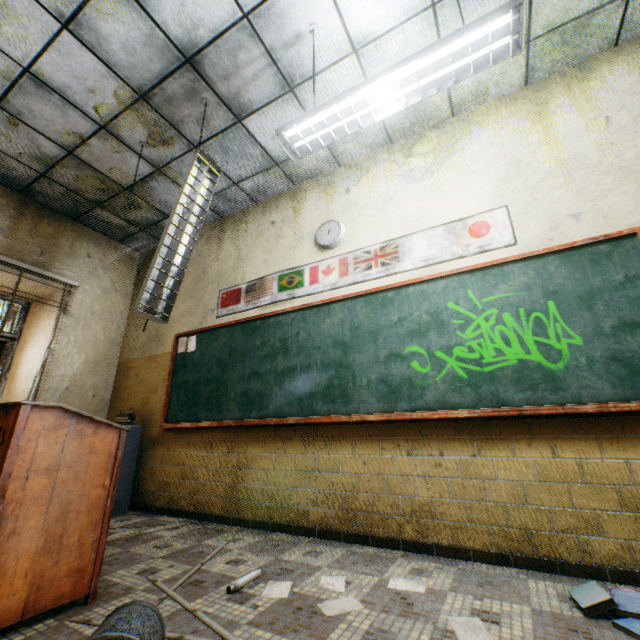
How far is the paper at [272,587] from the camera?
1.8m

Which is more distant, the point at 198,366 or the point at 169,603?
the point at 198,366

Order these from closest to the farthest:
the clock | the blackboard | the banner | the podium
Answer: the podium → the blackboard → the banner → the clock

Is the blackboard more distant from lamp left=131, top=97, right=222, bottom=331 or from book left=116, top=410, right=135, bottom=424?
lamp left=131, top=97, right=222, bottom=331

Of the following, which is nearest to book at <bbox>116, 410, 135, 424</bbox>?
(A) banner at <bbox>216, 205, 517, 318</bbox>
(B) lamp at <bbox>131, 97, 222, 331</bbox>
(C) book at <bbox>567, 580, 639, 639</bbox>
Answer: (A) banner at <bbox>216, 205, 517, 318</bbox>

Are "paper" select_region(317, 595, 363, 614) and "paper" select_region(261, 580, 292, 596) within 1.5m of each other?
yes

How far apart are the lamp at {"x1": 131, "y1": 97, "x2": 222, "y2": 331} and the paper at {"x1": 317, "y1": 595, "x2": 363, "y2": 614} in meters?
2.1 m

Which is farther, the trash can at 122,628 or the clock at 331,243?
the clock at 331,243
